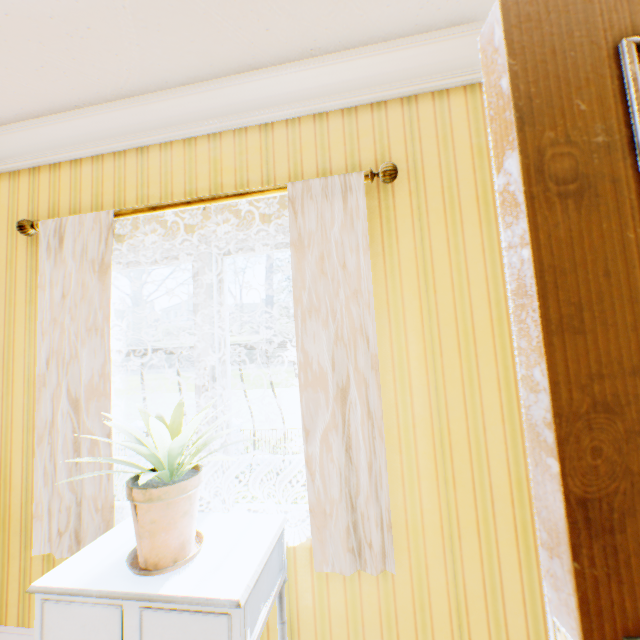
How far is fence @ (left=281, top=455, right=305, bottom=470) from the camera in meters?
15.6 m

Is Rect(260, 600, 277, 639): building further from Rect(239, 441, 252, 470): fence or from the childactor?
Rect(239, 441, 252, 470): fence

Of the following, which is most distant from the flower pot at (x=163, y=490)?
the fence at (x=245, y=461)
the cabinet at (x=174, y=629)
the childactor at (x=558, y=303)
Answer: the fence at (x=245, y=461)

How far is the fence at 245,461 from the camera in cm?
1606

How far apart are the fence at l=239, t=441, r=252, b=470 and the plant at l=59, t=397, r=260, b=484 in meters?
15.1 m

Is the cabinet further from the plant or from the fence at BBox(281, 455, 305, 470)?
the fence at BBox(281, 455, 305, 470)

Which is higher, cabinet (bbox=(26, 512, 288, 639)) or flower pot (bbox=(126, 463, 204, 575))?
flower pot (bbox=(126, 463, 204, 575))

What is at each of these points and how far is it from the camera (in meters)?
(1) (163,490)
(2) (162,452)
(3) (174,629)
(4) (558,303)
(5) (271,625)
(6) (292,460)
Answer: (1) flower pot, 1.19
(2) plant, 1.27
(3) cabinet, 1.06
(4) childactor, 0.52
(5) building, 1.61
(6) fence, 15.70
